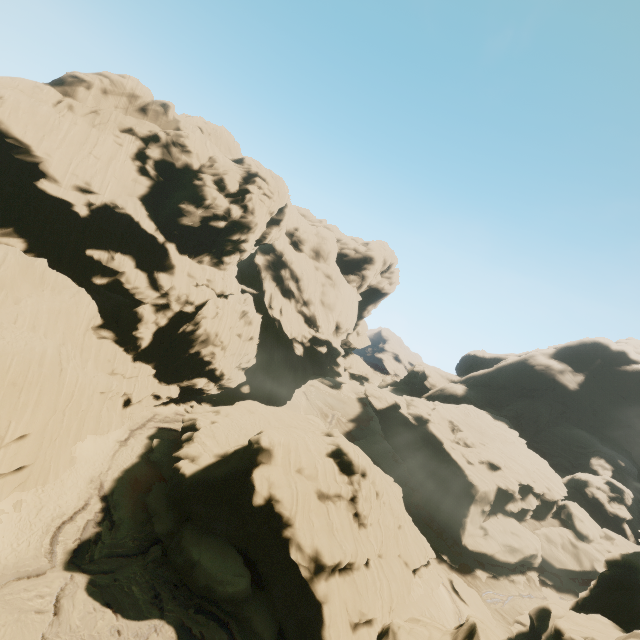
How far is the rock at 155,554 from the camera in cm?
2345

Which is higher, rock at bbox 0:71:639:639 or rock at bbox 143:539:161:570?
rock at bbox 0:71:639:639

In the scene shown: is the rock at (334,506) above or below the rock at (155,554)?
above

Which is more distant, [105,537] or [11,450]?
[105,537]

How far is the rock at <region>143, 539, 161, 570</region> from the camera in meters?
23.5 m
